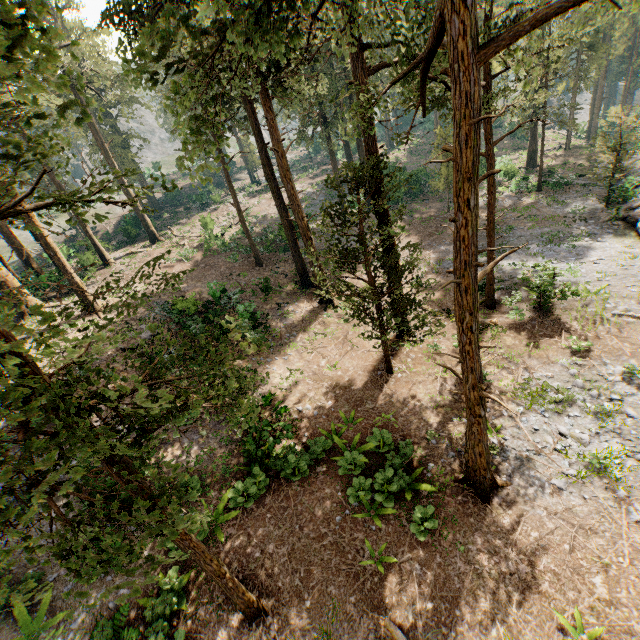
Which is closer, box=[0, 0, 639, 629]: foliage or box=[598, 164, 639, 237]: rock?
box=[0, 0, 639, 629]: foliage

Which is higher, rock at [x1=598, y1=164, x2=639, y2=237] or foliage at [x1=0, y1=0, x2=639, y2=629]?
foliage at [x1=0, y1=0, x2=639, y2=629]

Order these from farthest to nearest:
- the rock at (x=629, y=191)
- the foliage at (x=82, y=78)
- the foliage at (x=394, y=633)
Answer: the rock at (x=629, y=191) < the foliage at (x=394, y=633) < the foliage at (x=82, y=78)

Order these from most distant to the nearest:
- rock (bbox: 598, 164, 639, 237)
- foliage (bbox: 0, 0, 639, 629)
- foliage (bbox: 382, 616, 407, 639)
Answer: rock (bbox: 598, 164, 639, 237)
foliage (bbox: 382, 616, 407, 639)
foliage (bbox: 0, 0, 639, 629)

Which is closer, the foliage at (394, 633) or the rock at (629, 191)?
the foliage at (394, 633)

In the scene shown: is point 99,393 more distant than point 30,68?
No

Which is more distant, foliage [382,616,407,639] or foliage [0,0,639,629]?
foliage [382,616,407,639]
